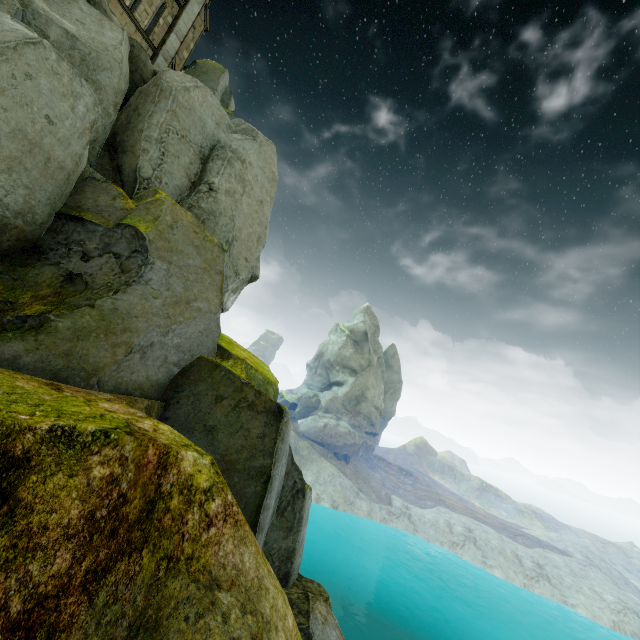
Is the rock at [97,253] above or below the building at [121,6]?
below

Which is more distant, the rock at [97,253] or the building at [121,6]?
the building at [121,6]

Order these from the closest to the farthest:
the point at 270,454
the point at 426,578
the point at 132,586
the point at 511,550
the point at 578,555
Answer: the point at 132,586 → the point at 270,454 → the point at 426,578 → the point at 511,550 → the point at 578,555

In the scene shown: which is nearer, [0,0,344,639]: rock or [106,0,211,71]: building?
[0,0,344,639]: rock

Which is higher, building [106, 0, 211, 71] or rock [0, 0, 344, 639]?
building [106, 0, 211, 71]
